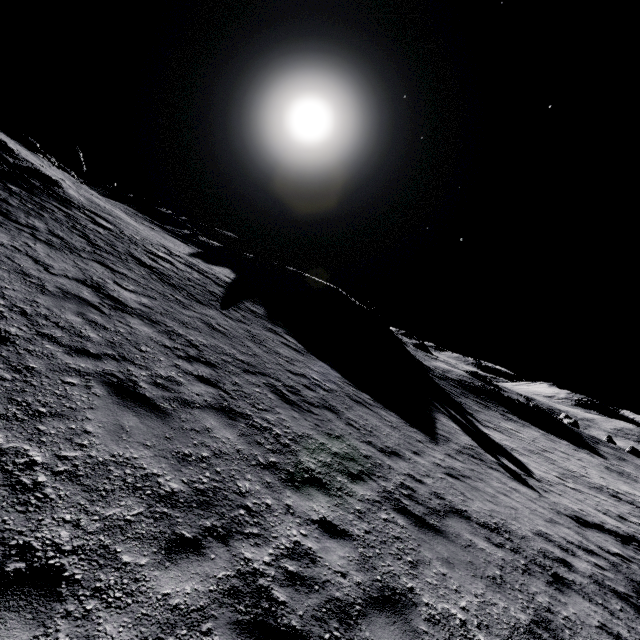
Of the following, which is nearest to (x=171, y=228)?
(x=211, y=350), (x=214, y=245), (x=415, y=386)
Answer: (x=214, y=245)

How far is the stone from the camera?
42.0m

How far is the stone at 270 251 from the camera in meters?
42.0 m
